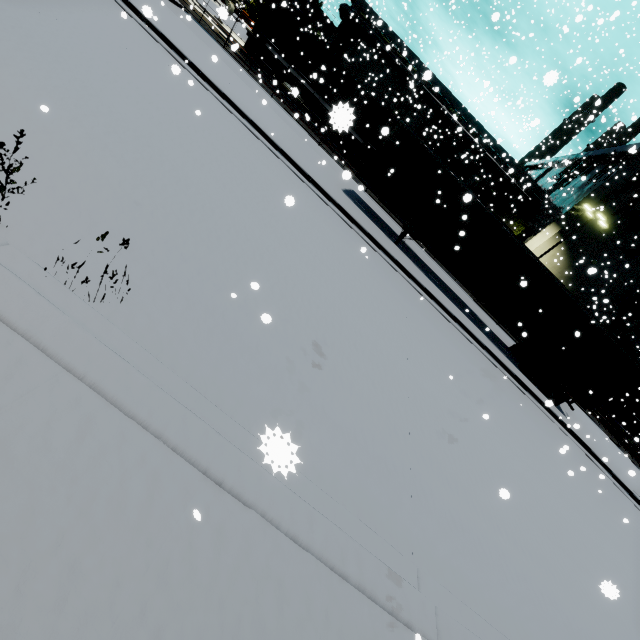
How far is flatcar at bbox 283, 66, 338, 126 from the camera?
16.8 meters

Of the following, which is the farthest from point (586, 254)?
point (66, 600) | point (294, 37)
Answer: point (66, 600)

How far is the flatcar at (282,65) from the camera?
23.7 meters

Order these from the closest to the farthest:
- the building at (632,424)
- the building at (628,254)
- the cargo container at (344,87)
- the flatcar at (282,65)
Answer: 1. the cargo container at (344,87)
2. the flatcar at (282,65)
3. the building at (628,254)
4. the building at (632,424)

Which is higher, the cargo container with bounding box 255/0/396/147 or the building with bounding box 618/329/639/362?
the building with bounding box 618/329/639/362

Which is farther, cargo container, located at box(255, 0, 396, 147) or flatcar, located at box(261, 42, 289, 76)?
flatcar, located at box(261, 42, 289, 76)

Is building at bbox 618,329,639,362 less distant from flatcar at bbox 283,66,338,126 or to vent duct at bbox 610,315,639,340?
vent duct at bbox 610,315,639,340

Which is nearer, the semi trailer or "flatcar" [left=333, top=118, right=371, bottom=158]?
"flatcar" [left=333, top=118, right=371, bottom=158]
